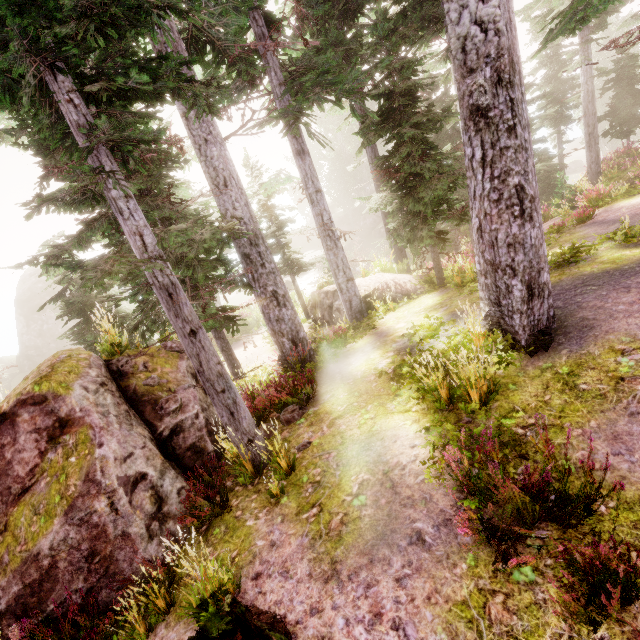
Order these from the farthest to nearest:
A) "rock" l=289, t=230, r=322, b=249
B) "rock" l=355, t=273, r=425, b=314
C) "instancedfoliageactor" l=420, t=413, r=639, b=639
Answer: "rock" l=289, t=230, r=322, b=249 < "rock" l=355, t=273, r=425, b=314 < "instancedfoliageactor" l=420, t=413, r=639, b=639

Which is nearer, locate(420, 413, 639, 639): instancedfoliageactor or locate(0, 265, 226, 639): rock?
locate(420, 413, 639, 639): instancedfoliageactor

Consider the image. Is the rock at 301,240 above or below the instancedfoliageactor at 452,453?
below

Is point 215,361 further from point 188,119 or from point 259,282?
point 188,119

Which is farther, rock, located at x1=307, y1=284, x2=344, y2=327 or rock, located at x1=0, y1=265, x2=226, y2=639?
rock, located at x1=307, y1=284, x2=344, y2=327

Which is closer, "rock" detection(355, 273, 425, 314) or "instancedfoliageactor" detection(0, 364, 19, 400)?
"instancedfoliageactor" detection(0, 364, 19, 400)

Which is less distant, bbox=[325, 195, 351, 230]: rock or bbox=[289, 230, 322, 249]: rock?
bbox=[325, 195, 351, 230]: rock

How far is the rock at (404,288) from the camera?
14.08m
